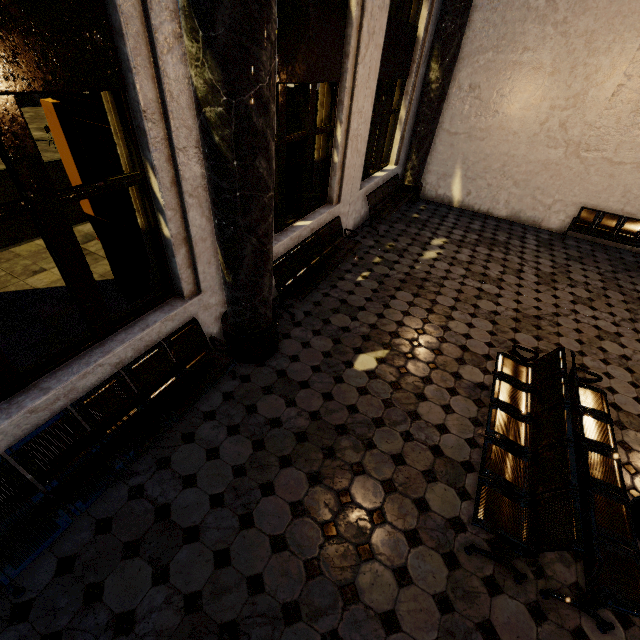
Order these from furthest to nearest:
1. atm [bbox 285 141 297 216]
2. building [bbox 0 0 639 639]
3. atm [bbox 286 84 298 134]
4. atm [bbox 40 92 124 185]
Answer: atm [bbox 285 141 297 216] < atm [bbox 286 84 298 134] < atm [bbox 40 92 124 185] < building [bbox 0 0 639 639]

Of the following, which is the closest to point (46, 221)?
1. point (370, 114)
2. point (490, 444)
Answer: point (490, 444)

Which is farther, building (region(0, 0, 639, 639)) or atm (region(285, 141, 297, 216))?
atm (region(285, 141, 297, 216))

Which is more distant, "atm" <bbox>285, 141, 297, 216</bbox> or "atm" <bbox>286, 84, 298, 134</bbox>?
"atm" <bbox>285, 141, 297, 216</bbox>

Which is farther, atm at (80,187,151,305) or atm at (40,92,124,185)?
Result: atm at (80,187,151,305)

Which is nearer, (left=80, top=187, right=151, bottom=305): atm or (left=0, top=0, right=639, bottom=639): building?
(left=0, top=0, right=639, bottom=639): building

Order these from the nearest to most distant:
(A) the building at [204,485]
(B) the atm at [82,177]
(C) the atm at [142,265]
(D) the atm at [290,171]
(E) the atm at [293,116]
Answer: (A) the building at [204,485], (B) the atm at [82,177], (C) the atm at [142,265], (E) the atm at [293,116], (D) the atm at [290,171]

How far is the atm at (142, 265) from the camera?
3.8 meters
